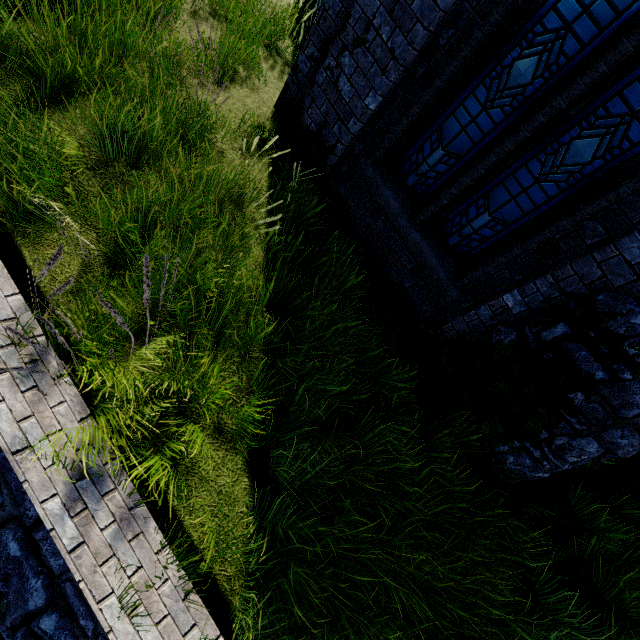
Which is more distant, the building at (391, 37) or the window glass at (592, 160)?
the building at (391, 37)

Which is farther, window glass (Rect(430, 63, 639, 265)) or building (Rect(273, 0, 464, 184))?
building (Rect(273, 0, 464, 184))

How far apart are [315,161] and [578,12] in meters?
3.1 m

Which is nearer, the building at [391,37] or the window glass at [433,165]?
the window glass at [433,165]

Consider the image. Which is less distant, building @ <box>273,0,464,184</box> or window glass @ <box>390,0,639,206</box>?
window glass @ <box>390,0,639,206</box>
